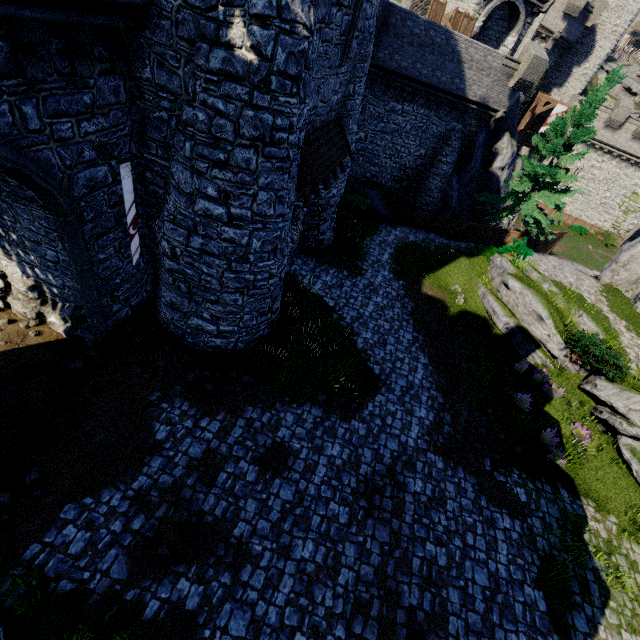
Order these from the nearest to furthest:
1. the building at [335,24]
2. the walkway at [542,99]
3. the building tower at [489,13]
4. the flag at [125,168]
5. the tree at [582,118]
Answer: the flag at [125,168], the building at [335,24], the tree at [582,118], the building tower at [489,13], the walkway at [542,99]

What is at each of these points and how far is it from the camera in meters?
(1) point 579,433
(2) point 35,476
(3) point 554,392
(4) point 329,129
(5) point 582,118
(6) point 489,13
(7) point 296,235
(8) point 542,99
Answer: (1) instancedfoliageactor, 12.7
(2) instancedfoliageactor, 7.5
(3) instancedfoliageactor, 13.9
(4) awning, 12.1
(5) tree, 18.5
(6) building tower, 24.7
(7) building, 16.2
(8) walkway, 33.5

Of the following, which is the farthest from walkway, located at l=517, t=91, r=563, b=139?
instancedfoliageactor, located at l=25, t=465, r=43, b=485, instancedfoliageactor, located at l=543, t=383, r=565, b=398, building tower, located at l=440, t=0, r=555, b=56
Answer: instancedfoliageactor, located at l=25, t=465, r=43, b=485

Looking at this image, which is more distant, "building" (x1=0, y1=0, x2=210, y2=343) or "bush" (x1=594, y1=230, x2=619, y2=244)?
"bush" (x1=594, y1=230, x2=619, y2=244)

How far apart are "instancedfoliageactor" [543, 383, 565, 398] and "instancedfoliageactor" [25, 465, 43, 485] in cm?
1775

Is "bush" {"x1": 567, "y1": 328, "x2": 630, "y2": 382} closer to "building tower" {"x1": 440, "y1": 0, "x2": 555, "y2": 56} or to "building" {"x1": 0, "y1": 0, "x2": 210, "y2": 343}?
"building" {"x1": 0, "y1": 0, "x2": 210, "y2": 343}

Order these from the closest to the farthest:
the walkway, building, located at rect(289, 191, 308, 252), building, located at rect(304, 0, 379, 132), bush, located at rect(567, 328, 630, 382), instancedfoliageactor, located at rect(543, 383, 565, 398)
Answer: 1. building, located at rect(304, 0, 379, 132)
2. bush, located at rect(567, 328, 630, 382)
3. instancedfoliageactor, located at rect(543, 383, 565, 398)
4. building, located at rect(289, 191, 308, 252)
5. the walkway

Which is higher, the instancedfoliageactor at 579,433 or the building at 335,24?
the building at 335,24
